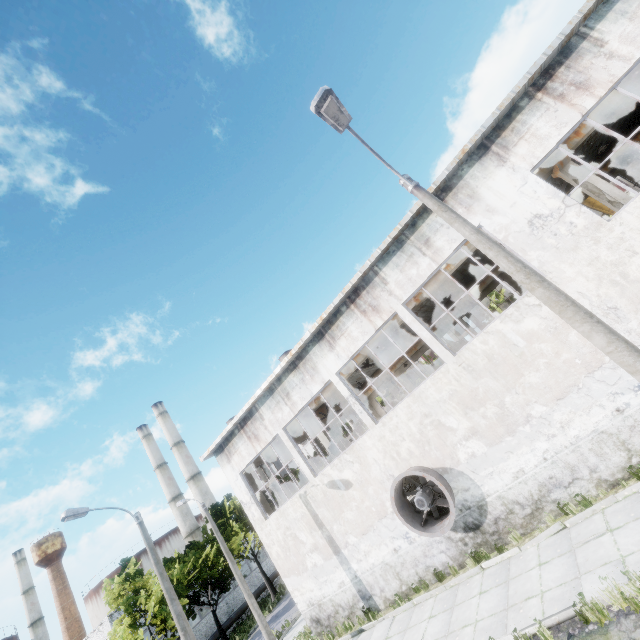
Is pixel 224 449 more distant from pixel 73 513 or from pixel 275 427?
pixel 73 513

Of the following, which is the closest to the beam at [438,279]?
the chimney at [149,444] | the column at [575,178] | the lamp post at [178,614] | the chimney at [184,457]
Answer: the column at [575,178]

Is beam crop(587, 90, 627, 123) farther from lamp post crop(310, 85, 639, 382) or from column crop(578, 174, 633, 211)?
lamp post crop(310, 85, 639, 382)

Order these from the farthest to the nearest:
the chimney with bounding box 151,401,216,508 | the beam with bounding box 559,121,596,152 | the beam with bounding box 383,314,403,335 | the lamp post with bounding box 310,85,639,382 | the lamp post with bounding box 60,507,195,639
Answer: the chimney with bounding box 151,401,216,508
the beam with bounding box 383,314,403,335
the lamp post with bounding box 60,507,195,639
the beam with bounding box 559,121,596,152
the lamp post with bounding box 310,85,639,382

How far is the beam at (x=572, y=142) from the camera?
11.5m

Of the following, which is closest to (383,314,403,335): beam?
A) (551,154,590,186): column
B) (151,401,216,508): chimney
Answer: (551,154,590,186): column

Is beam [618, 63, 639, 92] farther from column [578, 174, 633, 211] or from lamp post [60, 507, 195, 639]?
lamp post [60, 507, 195, 639]

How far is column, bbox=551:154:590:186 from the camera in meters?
11.5
